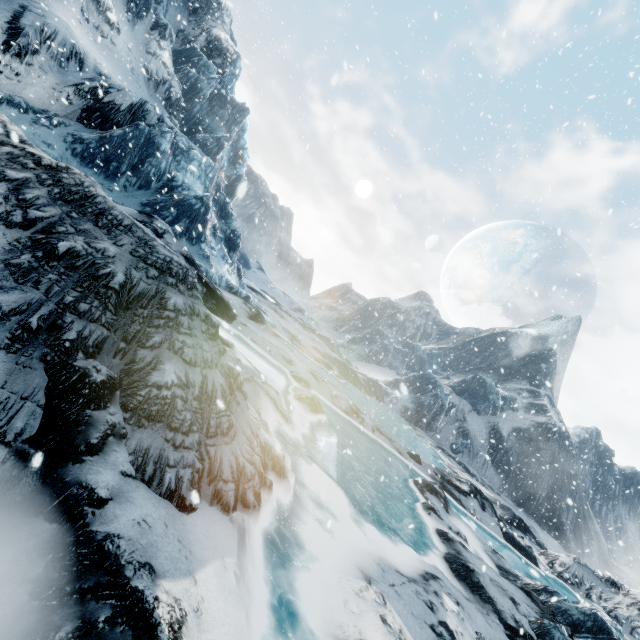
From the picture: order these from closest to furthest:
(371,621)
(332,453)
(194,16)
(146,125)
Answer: (371,621) → (332,453) → (146,125) → (194,16)
